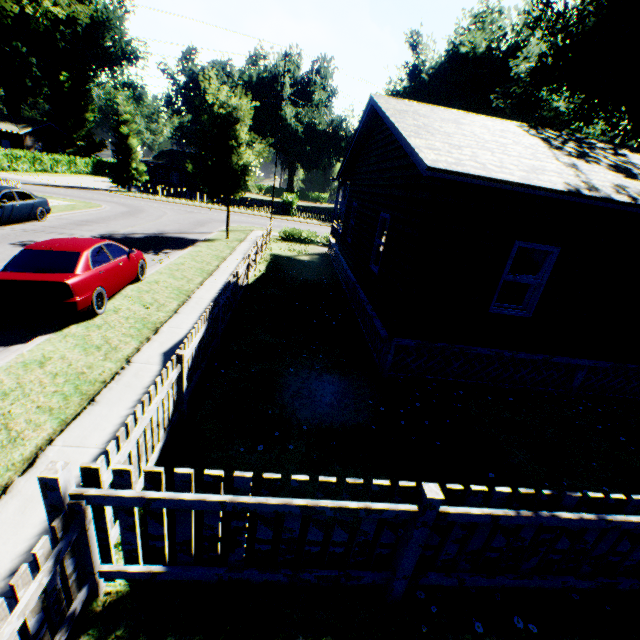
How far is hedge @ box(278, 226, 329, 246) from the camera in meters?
22.9

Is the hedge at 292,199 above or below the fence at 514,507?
above

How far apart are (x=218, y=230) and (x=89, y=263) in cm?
1517

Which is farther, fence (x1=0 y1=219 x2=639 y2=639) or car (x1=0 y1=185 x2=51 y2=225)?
car (x1=0 y1=185 x2=51 y2=225)

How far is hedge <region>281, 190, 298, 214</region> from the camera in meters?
37.7

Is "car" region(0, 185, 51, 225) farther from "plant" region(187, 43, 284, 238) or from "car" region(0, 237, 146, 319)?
"plant" region(187, 43, 284, 238)

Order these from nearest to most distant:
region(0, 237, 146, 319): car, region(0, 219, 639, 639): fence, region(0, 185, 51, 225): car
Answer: region(0, 219, 639, 639): fence
region(0, 237, 146, 319): car
region(0, 185, 51, 225): car

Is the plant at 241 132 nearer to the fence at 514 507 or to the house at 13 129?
the fence at 514 507
